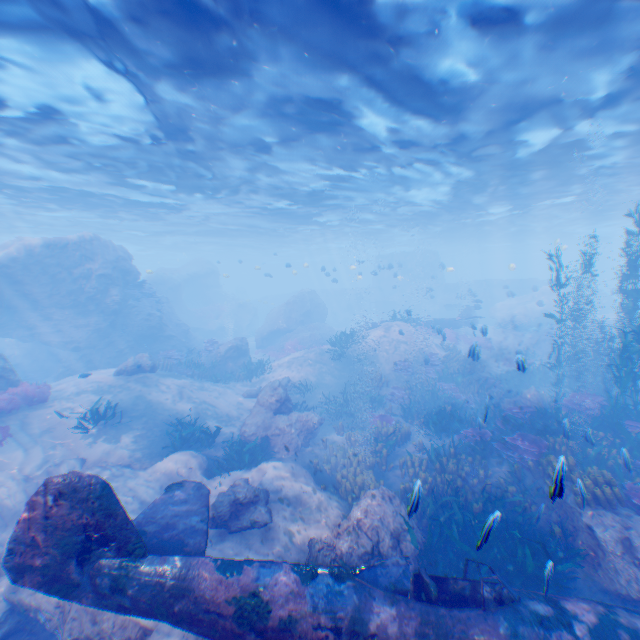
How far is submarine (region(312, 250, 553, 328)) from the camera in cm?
4019

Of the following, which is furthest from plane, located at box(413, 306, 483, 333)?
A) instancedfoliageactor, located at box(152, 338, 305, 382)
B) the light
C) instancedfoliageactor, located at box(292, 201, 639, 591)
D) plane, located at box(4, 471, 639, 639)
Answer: plane, located at box(4, 471, 639, 639)

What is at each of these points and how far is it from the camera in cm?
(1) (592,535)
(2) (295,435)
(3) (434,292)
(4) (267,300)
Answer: (1) rock, 715
(2) rock, 1269
(3) submarine, 4397
(4) submarine, 5288

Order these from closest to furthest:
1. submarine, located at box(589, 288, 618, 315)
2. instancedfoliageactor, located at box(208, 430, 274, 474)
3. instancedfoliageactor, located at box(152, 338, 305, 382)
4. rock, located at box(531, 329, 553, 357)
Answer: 1. instancedfoliageactor, located at box(208, 430, 274, 474)
2. instancedfoliageactor, located at box(152, 338, 305, 382)
3. rock, located at box(531, 329, 553, 357)
4. submarine, located at box(589, 288, 618, 315)

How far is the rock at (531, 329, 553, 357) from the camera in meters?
26.5

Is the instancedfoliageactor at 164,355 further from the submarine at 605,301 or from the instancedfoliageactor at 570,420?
the submarine at 605,301

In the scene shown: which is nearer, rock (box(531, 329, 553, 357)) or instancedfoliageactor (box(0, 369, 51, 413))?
instancedfoliageactor (box(0, 369, 51, 413))

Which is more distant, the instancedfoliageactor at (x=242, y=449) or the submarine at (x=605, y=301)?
the submarine at (x=605, y=301)
